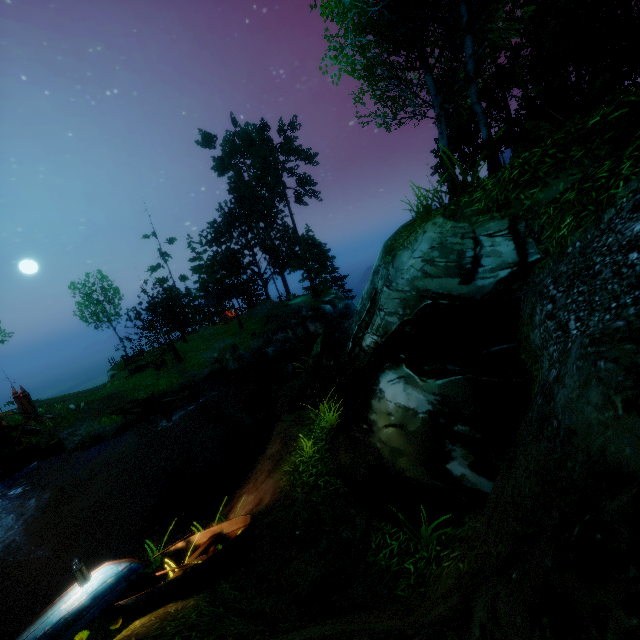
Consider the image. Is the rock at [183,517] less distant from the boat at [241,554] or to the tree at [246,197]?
the boat at [241,554]

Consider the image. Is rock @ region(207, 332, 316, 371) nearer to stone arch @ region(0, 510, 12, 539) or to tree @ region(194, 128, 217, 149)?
tree @ region(194, 128, 217, 149)

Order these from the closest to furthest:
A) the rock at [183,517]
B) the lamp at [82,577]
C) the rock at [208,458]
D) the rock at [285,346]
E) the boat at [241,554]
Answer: the boat at [241,554]
the lamp at [82,577]
the rock at [183,517]
the rock at [208,458]
the rock at [285,346]

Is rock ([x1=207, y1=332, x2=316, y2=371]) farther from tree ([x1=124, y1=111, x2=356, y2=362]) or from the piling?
the piling

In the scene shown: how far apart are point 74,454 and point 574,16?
38.0 meters

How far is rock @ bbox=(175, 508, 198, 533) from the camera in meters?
8.9

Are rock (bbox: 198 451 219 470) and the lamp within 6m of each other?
no

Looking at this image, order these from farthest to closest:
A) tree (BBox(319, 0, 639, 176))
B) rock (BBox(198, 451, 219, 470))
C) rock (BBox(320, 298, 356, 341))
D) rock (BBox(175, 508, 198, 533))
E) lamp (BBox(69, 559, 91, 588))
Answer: rock (BBox(320, 298, 356, 341)) < rock (BBox(198, 451, 219, 470)) < rock (BBox(175, 508, 198, 533)) < tree (BBox(319, 0, 639, 176)) < lamp (BBox(69, 559, 91, 588))
